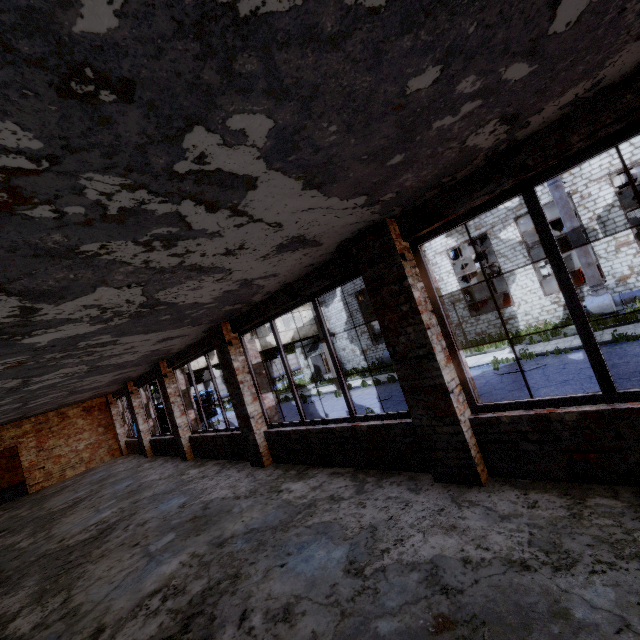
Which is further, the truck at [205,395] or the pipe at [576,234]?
the truck at [205,395]

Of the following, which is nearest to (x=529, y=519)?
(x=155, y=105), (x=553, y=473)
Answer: (x=553, y=473)

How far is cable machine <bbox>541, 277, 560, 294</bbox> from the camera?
21.08m

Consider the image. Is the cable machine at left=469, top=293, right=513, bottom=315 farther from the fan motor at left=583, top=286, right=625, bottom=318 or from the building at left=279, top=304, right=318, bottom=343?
the building at left=279, top=304, right=318, bottom=343

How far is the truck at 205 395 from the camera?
31.2 meters

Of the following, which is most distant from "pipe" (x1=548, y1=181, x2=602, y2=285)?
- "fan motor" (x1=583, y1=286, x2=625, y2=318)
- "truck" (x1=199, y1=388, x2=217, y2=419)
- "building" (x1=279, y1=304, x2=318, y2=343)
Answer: "truck" (x1=199, y1=388, x2=217, y2=419)

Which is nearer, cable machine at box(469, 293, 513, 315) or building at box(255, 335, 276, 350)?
cable machine at box(469, 293, 513, 315)

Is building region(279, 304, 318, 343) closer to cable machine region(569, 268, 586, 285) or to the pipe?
cable machine region(569, 268, 586, 285)
